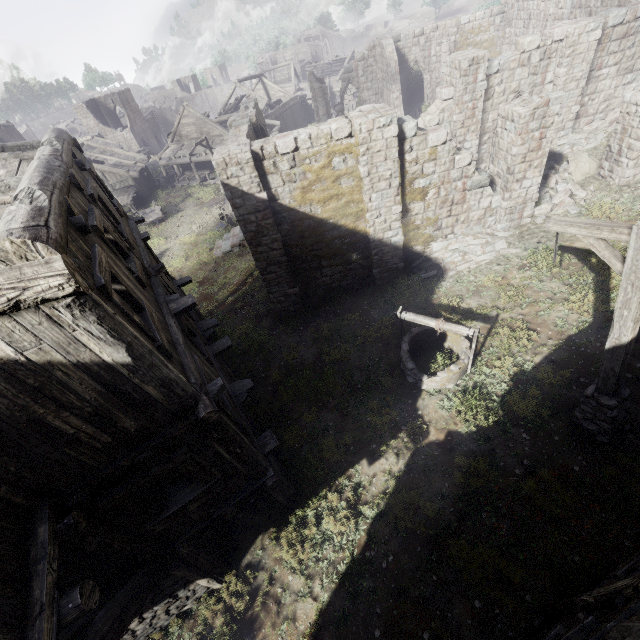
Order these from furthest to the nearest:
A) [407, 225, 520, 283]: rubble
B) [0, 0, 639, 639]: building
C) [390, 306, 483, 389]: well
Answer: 1. [407, 225, 520, 283]: rubble
2. [390, 306, 483, 389]: well
3. [0, 0, 639, 639]: building

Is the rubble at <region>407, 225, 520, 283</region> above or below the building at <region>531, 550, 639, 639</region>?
below

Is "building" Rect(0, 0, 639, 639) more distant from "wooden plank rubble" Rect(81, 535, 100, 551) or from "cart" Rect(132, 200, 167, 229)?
"cart" Rect(132, 200, 167, 229)

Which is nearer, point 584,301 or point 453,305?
point 584,301

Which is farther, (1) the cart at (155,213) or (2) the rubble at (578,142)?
(1) the cart at (155,213)

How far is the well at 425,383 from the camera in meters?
8.6 m

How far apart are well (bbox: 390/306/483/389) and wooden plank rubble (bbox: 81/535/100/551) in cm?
770

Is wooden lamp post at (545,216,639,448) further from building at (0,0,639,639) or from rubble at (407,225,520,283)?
rubble at (407,225,520,283)
